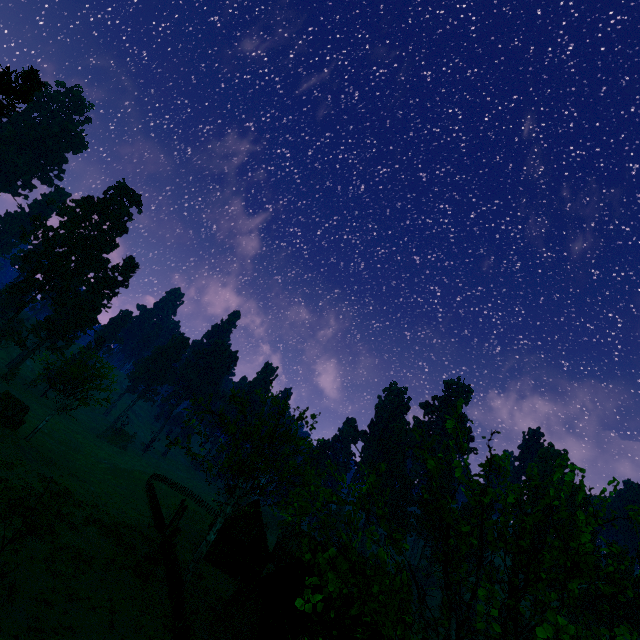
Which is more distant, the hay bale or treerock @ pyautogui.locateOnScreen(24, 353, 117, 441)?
treerock @ pyautogui.locateOnScreen(24, 353, 117, 441)

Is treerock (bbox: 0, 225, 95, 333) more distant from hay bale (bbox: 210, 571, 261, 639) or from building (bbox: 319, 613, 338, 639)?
hay bale (bbox: 210, 571, 261, 639)

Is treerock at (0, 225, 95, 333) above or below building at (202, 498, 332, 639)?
above

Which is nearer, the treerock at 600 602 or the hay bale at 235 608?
the treerock at 600 602

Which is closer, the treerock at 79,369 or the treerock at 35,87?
the treerock at 35,87

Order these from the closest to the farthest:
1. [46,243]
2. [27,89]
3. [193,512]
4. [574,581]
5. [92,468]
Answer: [574,581] → [27,89] → [92,468] → [193,512] → [46,243]

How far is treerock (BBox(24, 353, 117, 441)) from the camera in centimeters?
3269cm
